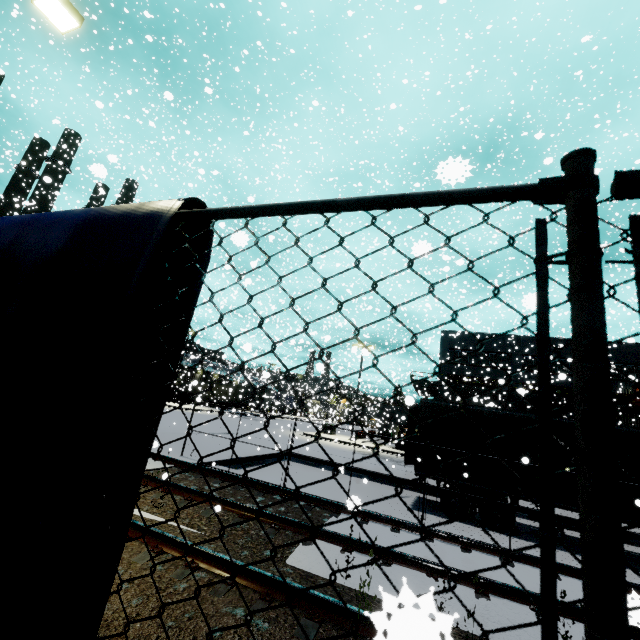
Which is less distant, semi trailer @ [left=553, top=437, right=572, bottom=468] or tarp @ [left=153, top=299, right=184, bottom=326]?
tarp @ [left=153, top=299, right=184, bottom=326]

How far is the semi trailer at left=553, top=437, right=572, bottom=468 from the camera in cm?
1049

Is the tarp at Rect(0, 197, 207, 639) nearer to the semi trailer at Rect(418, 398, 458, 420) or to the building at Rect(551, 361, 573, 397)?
the building at Rect(551, 361, 573, 397)

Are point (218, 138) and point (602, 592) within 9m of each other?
no

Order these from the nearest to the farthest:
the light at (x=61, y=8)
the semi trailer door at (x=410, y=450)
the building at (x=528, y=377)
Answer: the light at (x=61, y=8), the semi trailer door at (x=410, y=450), the building at (x=528, y=377)

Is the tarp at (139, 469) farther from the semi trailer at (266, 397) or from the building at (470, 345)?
the semi trailer at (266, 397)

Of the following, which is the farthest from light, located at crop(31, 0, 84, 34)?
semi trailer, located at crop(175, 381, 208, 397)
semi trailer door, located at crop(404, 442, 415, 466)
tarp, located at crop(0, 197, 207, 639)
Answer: semi trailer door, located at crop(404, 442, 415, 466)
